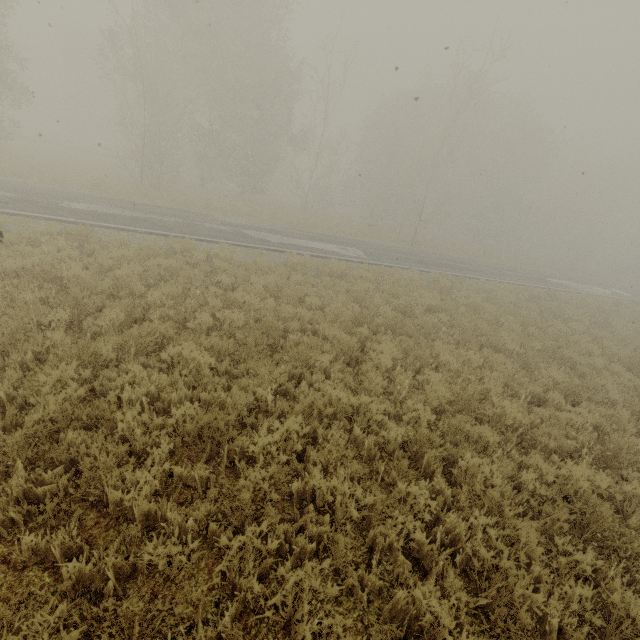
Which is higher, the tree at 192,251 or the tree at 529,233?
the tree at 529,233

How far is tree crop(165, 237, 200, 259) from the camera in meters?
11.1 m

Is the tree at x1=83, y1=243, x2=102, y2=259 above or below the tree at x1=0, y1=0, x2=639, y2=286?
below

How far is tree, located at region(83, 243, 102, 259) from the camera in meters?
8.6

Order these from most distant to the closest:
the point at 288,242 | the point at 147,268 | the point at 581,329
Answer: the point at 288,242, the point at 581,329, the point at 147,268

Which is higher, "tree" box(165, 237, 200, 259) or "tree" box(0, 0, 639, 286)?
"tree" box(0, 0, 639, 286)

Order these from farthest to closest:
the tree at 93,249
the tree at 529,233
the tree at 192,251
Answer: the tree at 529,233, the tree at 192,251, the tree at 93,249
